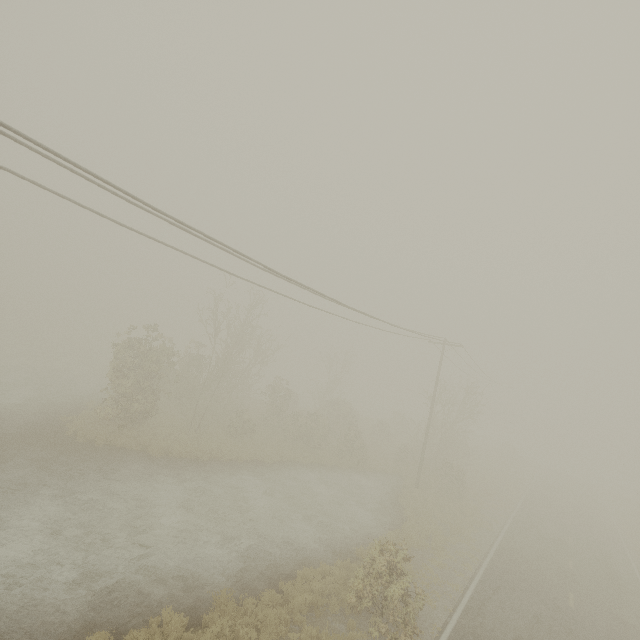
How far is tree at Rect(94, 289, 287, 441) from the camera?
20.1 meters

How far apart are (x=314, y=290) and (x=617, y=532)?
38.1 meters

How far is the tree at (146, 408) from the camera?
20.1 meters
